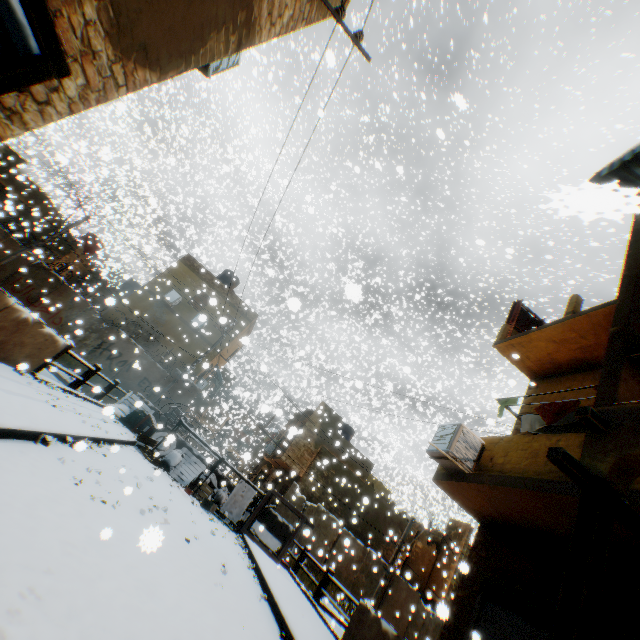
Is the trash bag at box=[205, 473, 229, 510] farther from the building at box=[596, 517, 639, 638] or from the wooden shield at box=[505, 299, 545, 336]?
the wooden shield at box=[505, 299, 545, 336]

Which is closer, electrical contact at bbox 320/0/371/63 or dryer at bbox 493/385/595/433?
electrical contact at bbox 320/0/371/63

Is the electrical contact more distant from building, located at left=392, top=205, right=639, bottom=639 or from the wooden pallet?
the wooden pallet

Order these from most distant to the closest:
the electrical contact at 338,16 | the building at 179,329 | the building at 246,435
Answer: the building at 246,435, the building at 179,329, the electrical contact at 338,16

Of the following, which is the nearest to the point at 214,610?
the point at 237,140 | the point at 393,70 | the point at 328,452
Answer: the point at 393,70

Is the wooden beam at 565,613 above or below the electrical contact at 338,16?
below

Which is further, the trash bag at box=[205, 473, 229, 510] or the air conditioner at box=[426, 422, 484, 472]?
the trash bag at box=[205, 473, 229, 510]

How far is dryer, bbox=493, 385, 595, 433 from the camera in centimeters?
731cm
